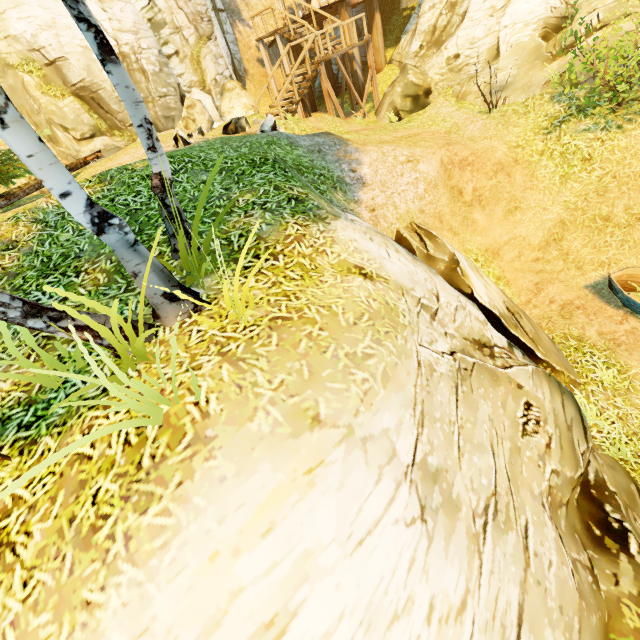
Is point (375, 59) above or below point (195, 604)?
above

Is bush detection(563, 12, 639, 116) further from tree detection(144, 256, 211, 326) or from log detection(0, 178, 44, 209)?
log detection(0, 178, 44, 209)

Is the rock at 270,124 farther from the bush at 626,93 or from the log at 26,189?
the bush at 626,93

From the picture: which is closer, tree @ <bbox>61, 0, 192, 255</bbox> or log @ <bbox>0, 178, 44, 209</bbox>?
tree @ <bbox>61, 0, 192, 255</bbox>

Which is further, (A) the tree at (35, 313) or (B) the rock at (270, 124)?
(B) the rock at (270, 124)

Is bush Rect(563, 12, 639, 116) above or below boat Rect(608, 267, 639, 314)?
above

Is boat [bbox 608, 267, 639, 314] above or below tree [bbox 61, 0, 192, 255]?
below

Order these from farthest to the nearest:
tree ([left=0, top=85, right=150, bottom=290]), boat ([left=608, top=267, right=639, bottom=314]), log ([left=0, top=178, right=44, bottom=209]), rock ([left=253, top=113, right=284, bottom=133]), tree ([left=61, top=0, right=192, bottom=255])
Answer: rock ([left=253, top=113, right=284, bottom=133]), log ([left=0, top=178, right=44, bottom=209]), boat ([left=608, top=267, right=639, bottom=314]), tree ([left=61, top=0, right=192, bottom=255]), tree ([left=0, top=85, right=150, bottom=290])
